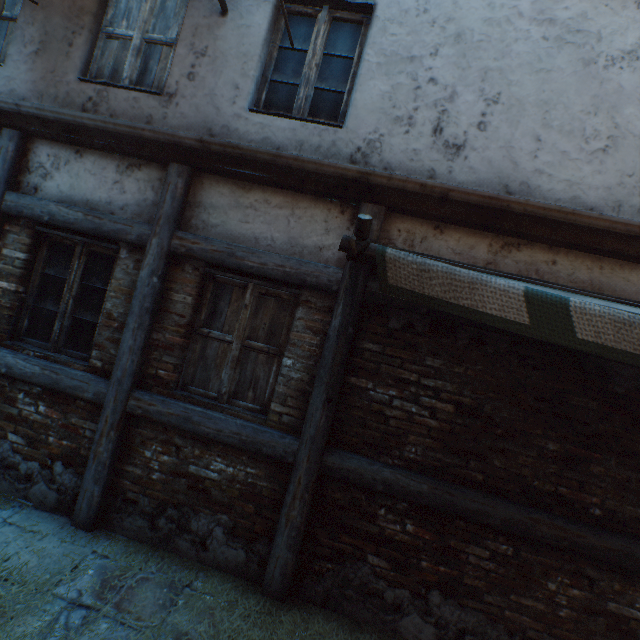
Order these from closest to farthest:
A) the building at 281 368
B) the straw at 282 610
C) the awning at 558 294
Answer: the awning at 558 294 < the straw at 282 610 < the building at 281 368

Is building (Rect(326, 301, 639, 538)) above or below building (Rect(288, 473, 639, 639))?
above

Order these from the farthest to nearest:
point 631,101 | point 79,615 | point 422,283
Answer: point 631,101
point 79,615
point 422,283

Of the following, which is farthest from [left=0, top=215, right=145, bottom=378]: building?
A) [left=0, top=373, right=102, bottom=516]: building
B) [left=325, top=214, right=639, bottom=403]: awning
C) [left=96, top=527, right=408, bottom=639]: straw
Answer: [left=325, top=214, right=639, bottom=403]: awning

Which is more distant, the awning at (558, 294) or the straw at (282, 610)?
the straw at (282, 610)

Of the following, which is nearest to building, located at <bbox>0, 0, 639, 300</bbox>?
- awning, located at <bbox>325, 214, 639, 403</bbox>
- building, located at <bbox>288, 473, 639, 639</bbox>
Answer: awning, located at <bbox>325, 214, 639, 403</bbox>

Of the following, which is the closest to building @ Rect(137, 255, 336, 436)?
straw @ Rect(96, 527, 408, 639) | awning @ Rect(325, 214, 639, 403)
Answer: awning @ Rect(325, 214, 639, 403)

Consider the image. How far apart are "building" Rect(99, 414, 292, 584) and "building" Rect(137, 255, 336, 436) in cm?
23
